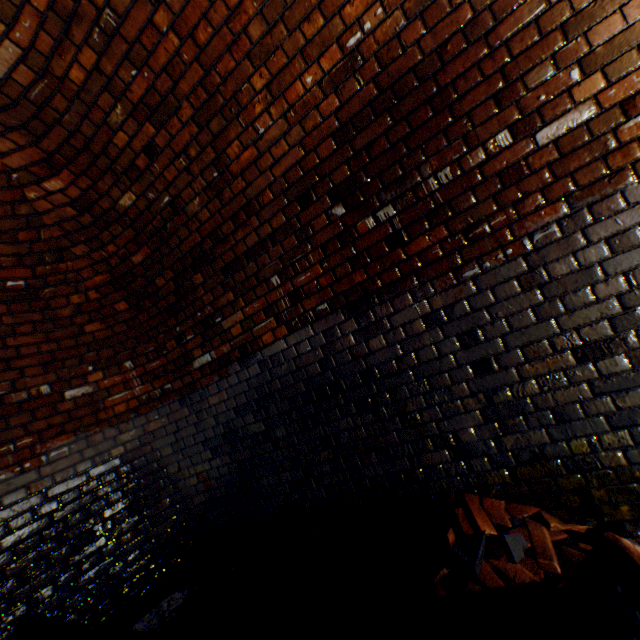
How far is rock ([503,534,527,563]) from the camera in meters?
1.5 m

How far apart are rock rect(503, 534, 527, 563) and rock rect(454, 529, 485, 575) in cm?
13

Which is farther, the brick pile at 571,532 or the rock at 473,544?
the rock at 473,544

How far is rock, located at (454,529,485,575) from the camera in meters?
1.5

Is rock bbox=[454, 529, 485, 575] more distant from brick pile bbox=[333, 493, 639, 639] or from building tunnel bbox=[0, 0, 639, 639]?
building tunnel bbox=[0, 0, 639, 639]

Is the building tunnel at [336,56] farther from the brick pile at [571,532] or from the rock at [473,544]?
the rock at [473,544]

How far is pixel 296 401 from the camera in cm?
256
